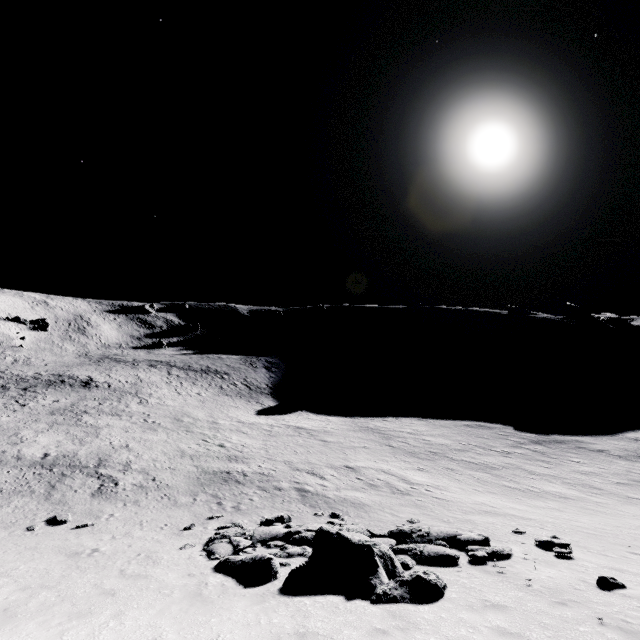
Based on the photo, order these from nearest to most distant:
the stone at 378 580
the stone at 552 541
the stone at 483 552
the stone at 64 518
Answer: the stone at 378 580 → the stone at 483 552 → the stone at 552 541 → the stone at 64 518

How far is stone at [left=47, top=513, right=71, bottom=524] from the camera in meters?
14.1 m

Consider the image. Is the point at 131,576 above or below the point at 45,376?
above

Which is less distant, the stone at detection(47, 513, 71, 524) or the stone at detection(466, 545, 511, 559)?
the stone at detection(466, 545, 511, 559)

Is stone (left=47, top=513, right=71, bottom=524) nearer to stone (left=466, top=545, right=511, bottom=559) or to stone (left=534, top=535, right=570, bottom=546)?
stone (left=466, top=545, right=511, bottom=559)

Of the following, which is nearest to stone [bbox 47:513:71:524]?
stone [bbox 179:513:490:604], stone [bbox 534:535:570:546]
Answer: stone [bbox 179:513:490:604]

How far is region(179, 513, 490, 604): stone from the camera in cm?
766

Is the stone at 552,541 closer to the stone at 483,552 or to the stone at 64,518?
the stone at 483,552
